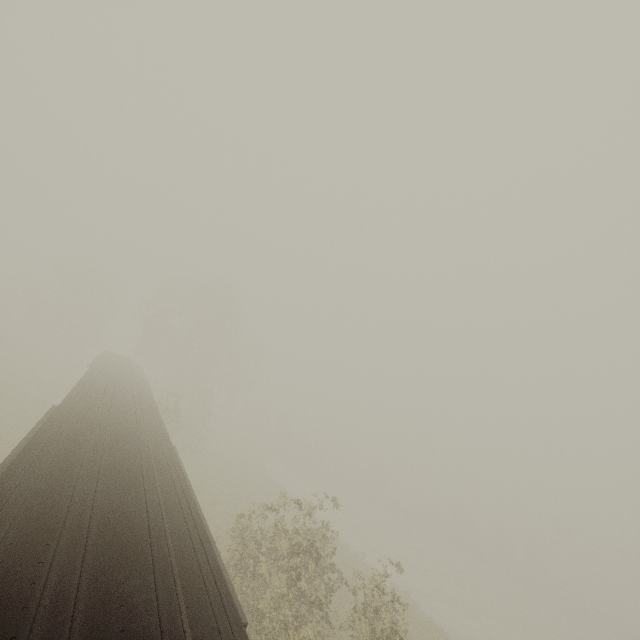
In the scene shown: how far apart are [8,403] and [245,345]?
35.9 meters

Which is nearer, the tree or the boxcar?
the boxcar

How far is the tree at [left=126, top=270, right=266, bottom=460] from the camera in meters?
30.1

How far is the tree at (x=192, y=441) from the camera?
30.08m

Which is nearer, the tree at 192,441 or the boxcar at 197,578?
the boxcar at 197,578
